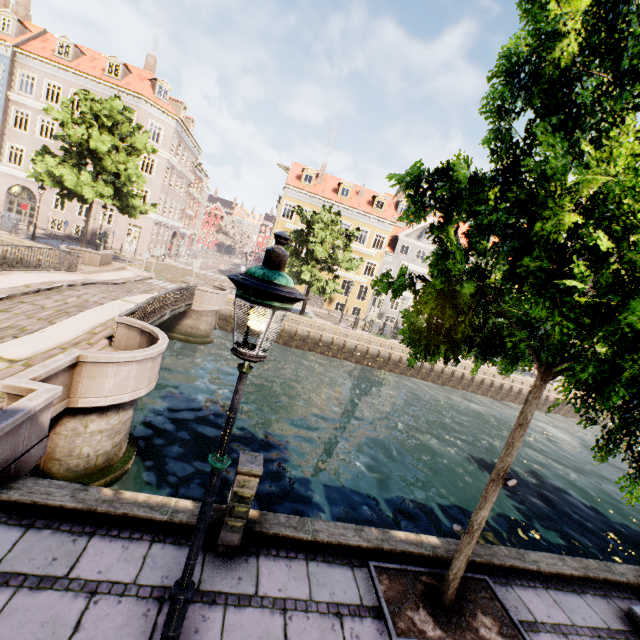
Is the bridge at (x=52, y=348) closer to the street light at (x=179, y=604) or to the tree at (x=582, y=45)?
the tree at (x=582, y=45)

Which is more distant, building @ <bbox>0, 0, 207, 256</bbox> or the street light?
building @ <bbox>0, 0, 207, 256</bbox>

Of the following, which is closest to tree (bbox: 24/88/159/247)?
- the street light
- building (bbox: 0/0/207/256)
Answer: the street light

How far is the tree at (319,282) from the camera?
22.6 meters

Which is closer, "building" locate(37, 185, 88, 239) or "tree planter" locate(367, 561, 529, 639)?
"tree planter" locate(367, 561, 529, 639)

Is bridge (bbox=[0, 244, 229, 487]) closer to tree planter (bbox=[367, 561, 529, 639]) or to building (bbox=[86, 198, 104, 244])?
tree planter (bbox=[367, 561, 529, 639])

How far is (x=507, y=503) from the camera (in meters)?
12.08

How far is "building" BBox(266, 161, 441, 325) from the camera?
32.50m
